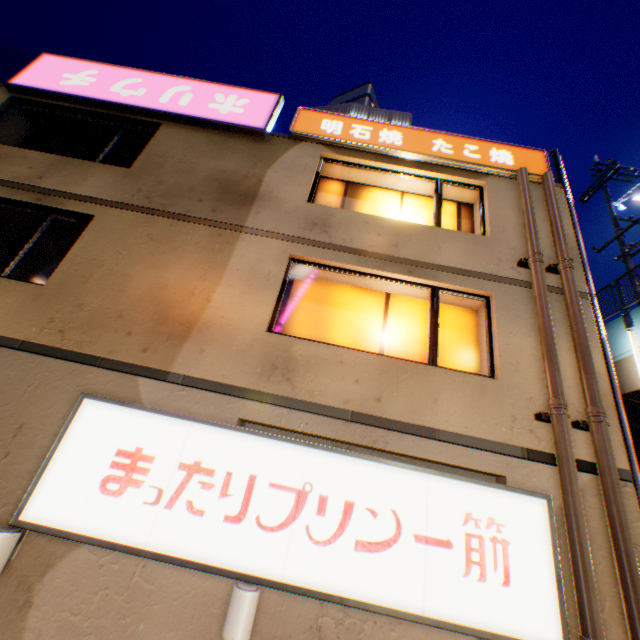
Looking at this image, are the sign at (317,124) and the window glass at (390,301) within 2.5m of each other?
no

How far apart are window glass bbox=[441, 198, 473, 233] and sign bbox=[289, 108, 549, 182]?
0.5m

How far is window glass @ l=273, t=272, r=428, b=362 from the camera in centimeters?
577cm

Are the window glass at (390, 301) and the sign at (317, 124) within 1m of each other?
no

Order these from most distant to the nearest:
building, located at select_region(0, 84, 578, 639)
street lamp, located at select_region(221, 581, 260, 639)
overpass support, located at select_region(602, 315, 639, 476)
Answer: overpass support, located at select_region(602, 315, 639, 476) → building, located at select_region(0, 84, 578, 639) → street lamp, located at select_region(221, 581, 260, 639)

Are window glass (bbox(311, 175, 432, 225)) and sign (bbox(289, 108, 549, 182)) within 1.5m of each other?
yes

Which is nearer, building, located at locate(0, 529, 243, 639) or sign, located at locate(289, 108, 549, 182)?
building, located at locate(0, 529, 243, 639)

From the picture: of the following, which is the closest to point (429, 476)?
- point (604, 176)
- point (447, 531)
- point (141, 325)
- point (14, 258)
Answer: point (447, 531)
